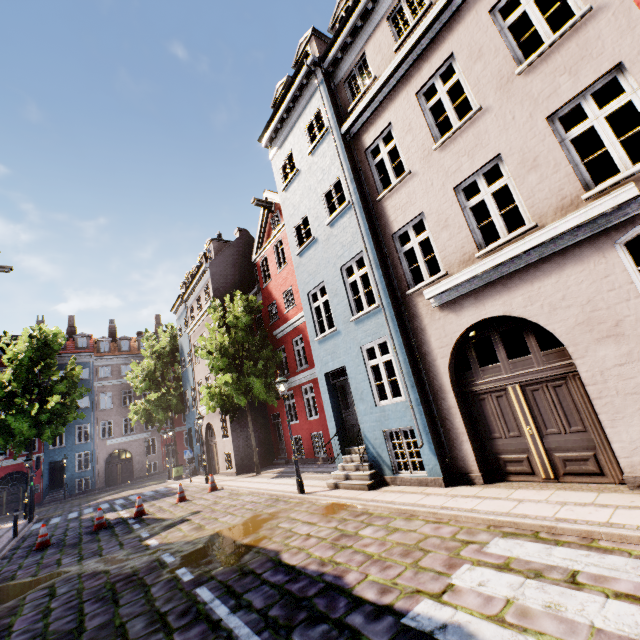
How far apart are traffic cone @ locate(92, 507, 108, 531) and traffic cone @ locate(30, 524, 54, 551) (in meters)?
1.05

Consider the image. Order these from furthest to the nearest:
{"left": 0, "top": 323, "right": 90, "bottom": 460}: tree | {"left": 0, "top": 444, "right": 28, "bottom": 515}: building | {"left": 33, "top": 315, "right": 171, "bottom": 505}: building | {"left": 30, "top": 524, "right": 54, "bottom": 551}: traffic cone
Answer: {"left": 33, "top": 315, "right": 171, "bottom": 505}: building → {"left": 0, "top": 444, "right": 28, "bottom": 515}: building → {"left": 0, "top": 323, "right": 90, "bottom": 460}: tree → {"left": 30, "top": 524, "right": 54, "bottom": 551}: traffic cone

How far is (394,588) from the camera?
4.09m

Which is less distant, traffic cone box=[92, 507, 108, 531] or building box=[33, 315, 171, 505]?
traffic cone box=[92, 507, 108, 531]

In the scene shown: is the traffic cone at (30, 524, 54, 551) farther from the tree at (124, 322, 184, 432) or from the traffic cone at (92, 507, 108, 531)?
the tree at (124, 322, 184, 432)

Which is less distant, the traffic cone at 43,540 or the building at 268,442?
the traffic cone at 43,540

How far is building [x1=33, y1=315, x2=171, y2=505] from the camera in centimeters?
3056cm

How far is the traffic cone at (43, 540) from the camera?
11.14m
